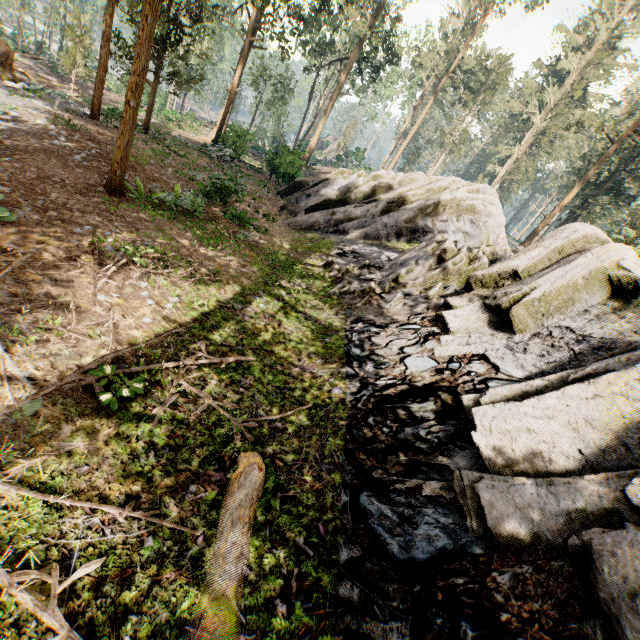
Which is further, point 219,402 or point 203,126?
point 203,126

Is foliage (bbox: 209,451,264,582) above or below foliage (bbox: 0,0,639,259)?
below

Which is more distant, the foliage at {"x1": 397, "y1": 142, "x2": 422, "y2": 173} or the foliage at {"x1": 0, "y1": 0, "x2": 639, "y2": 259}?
the foliage at {"x1": 397, "y1": 142, "x2": 422, "y2": 173}

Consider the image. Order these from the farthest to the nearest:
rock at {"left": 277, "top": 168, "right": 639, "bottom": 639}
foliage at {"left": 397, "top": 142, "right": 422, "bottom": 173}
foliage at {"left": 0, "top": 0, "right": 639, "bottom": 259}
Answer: foliage at {"left": 397, "top": 142, "right": 422, "bottom": 173}, foliage at {"left": 0, "top": 0, "right": 639, "bottom": 259}, rock at {"left": 277, "top": 168, "right": 639, "bottom": 639}

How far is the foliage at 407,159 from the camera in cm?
5378

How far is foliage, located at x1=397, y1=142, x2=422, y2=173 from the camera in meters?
53.8

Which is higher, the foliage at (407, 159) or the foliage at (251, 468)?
the foliage at (407, 159)
